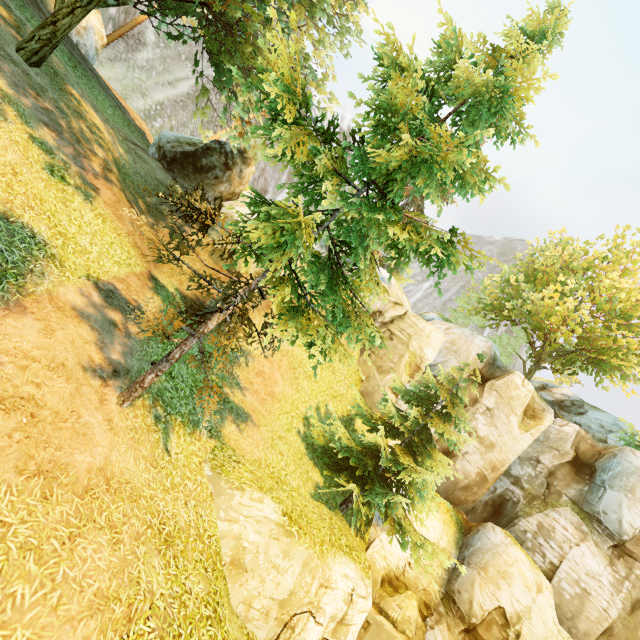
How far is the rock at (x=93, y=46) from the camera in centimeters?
1872cm

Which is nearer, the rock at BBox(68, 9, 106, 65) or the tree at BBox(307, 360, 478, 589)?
the tree at BBox(307, 360, 478, 589)

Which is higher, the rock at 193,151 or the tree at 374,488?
the rock at 193,151

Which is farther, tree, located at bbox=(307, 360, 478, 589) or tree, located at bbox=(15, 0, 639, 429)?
tree, located at bbox=(307, 360, 478, 589)

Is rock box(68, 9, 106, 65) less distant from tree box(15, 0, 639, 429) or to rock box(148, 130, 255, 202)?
tree box(15, 0, 639, 429)

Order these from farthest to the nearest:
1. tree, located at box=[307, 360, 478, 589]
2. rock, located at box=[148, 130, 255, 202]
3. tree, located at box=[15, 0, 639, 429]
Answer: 1. rock, located at box=[148, 130, 255, 202]
2. tree, located at box=[307, 360, 478, 589]
3. tree, located at box=[15, 0, 639, 429]

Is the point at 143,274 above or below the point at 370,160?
below
